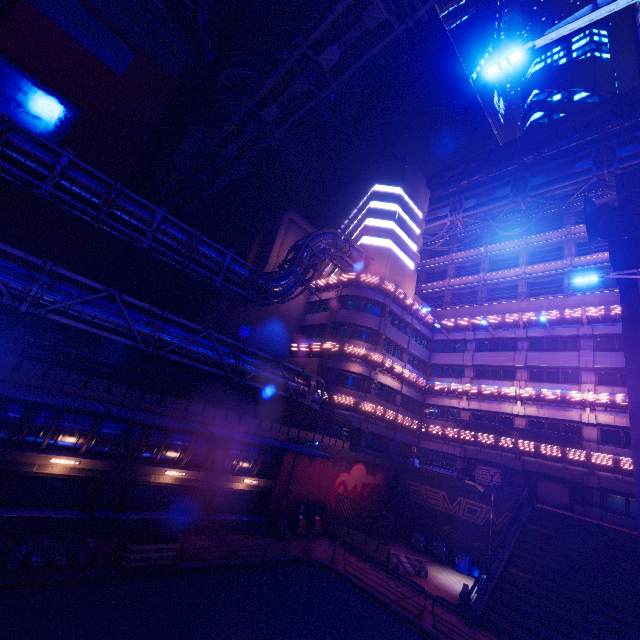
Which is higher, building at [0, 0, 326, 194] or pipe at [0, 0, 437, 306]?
building at [0, 0, 326, 194]

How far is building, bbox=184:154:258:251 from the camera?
47.3 meters

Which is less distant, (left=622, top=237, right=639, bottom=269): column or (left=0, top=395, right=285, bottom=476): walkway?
(left=0, top=395, right=285, bottom=476): walkway

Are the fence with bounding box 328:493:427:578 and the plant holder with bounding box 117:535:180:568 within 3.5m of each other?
no

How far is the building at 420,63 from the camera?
54.91m

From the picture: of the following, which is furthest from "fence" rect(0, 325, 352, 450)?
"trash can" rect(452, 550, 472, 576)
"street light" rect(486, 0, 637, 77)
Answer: "street light" rect(486, 0, 637, 77)

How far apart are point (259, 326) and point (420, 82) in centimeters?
5830cm

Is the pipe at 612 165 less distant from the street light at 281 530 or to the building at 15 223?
the building at 15 223
